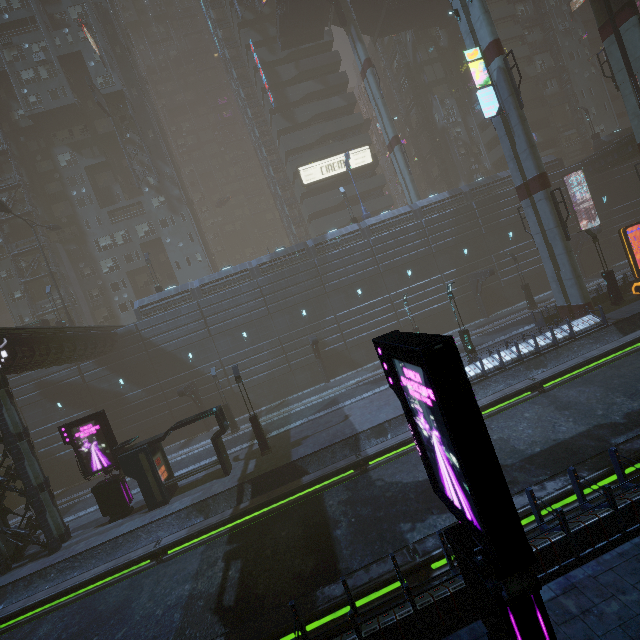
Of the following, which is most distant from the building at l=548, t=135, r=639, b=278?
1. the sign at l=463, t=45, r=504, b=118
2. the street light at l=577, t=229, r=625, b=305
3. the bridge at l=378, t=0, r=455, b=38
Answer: the street light at l=577, t=229, r=625, b=305

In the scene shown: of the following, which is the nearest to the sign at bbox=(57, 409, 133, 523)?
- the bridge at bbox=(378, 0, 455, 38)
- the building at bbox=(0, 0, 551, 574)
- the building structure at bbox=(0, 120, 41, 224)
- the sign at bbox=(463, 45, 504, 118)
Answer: the building at bbox=(0, 0, 551, 574)

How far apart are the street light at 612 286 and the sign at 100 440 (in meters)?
32.84

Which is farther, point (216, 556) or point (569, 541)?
point (216, 556)

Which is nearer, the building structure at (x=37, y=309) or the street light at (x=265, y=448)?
the street light at (x=265, y=448)

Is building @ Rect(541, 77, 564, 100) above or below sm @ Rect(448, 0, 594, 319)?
above

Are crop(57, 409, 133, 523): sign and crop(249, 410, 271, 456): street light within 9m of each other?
yes

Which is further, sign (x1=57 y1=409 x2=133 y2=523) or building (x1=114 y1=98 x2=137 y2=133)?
building (x1=114 y1=98 x2=137 y2=133)
